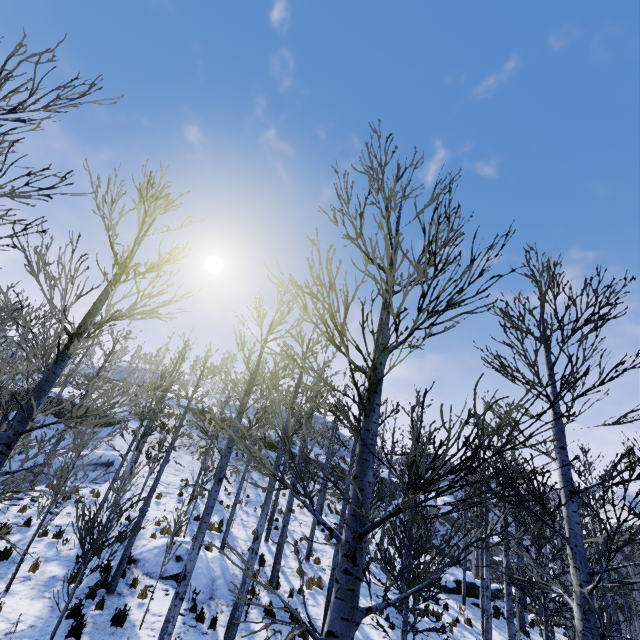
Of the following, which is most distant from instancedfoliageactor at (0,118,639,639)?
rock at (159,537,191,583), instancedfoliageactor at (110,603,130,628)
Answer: rock at (159,537,191,583)

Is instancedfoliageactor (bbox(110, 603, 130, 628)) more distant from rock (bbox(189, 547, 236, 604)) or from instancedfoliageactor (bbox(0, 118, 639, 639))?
instancedfoliageactor (bbox(0, 118, 639, 639))

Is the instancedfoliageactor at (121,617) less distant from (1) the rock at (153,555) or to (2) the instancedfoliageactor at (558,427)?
(1) the rock at (153,555)

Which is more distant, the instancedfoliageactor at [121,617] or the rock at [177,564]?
the rock at [177,564]

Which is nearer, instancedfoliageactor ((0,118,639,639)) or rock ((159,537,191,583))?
instancedfoliageactor ((0,118,639,639))

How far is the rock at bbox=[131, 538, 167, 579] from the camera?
10.7 meters

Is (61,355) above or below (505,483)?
above
